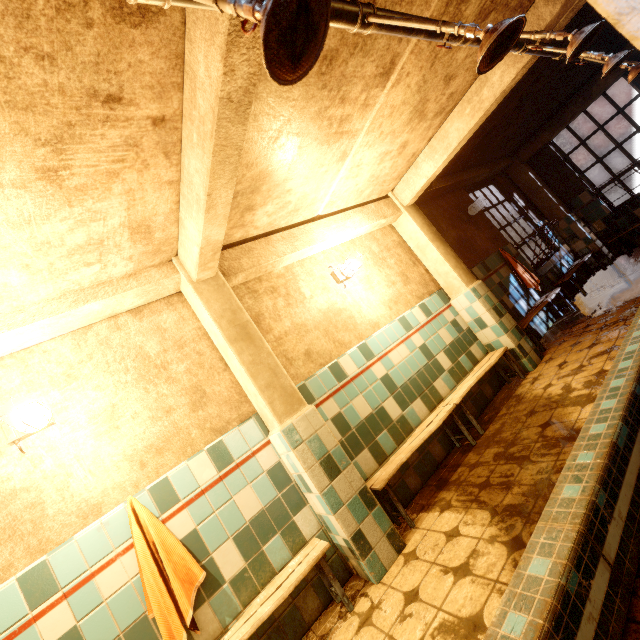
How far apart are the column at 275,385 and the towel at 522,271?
4.5 meters

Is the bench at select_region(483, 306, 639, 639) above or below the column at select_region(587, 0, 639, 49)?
below

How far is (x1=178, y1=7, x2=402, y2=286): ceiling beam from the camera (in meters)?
1.34

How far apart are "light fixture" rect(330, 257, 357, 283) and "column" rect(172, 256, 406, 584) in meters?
1.3 m

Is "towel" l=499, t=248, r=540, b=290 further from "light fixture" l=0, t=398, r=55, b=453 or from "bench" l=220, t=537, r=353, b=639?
"light fixture" l=0, t=398, r=55, b=453

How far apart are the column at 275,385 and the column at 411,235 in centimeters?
273cm

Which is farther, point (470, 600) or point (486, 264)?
point (486, 264)

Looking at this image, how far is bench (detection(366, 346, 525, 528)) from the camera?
2.7m
